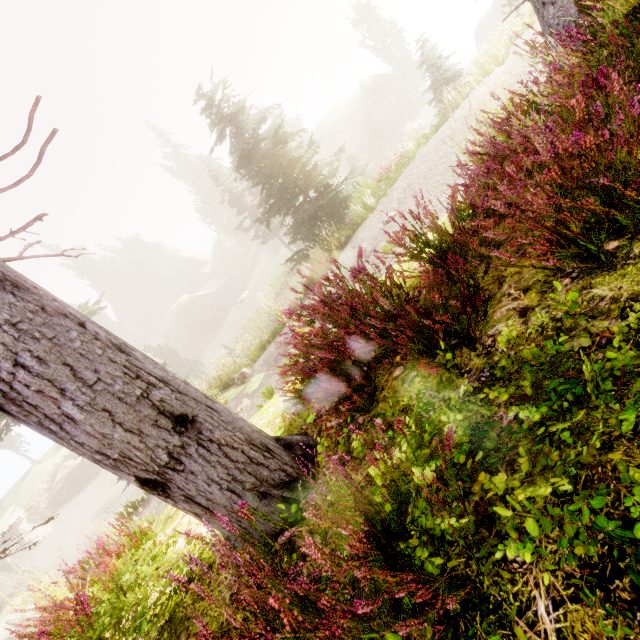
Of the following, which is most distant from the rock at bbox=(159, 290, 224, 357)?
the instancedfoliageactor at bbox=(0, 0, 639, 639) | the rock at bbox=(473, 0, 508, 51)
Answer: the rock at bbox=(473, 0, 508, 51)

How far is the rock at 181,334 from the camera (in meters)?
→ 44.08

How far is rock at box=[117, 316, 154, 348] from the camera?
55.9 meters

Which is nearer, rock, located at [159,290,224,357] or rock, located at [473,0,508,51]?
rock, located at [473,0,508,51]

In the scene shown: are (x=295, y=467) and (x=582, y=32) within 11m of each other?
yes

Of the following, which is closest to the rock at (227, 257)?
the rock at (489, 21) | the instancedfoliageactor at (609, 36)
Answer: the instancedfoliageactor at (609, 36)

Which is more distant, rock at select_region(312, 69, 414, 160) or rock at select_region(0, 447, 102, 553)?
A: rock at select_region(312, 69, 414, 160)
